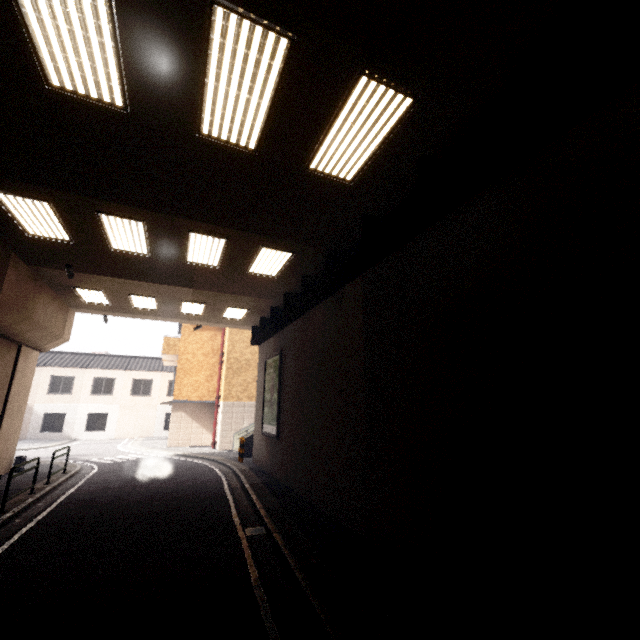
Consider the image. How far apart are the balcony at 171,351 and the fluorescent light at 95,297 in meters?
8.5

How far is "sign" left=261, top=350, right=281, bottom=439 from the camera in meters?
13.0 m

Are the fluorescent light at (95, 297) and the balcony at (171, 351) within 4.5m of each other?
no

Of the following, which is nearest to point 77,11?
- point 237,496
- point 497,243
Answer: point 497,243

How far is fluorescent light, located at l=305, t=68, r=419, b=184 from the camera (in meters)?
4.49

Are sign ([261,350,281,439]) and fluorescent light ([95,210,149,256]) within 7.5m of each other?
yes

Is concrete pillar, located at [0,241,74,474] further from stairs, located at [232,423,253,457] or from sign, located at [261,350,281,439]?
stairs, located at [232,423,253,457]

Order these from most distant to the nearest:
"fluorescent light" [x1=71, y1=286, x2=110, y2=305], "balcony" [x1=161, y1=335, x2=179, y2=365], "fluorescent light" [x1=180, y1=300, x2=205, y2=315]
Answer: "balcony" [x1=161, y1=335, x2=179, y2=365]
"fluorescent light" [x1=180, y1=300, x2=205, y2=315]
"fluorescent light" [x1=71, y1=286, x2=110, y2=305]
